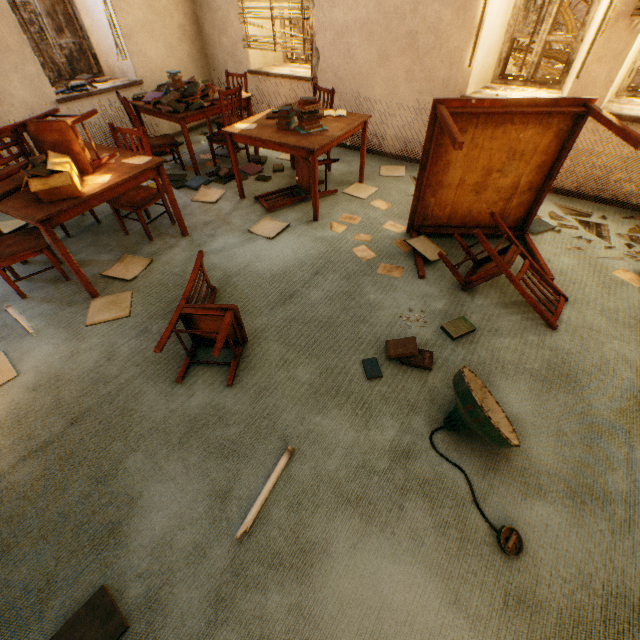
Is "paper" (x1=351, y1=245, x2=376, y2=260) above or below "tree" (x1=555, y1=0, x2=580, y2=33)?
below

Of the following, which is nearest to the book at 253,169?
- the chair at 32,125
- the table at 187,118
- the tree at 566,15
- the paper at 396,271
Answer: the table at 187,118

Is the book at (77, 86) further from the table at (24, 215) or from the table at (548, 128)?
the table at (548, 128)

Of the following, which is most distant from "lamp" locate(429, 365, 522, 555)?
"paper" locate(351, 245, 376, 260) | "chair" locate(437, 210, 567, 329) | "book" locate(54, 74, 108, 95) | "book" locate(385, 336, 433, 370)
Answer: "book" locate(54, 74, 108, 95)

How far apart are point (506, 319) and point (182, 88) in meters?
4.6

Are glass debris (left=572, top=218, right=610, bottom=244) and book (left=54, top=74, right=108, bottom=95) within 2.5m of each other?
no

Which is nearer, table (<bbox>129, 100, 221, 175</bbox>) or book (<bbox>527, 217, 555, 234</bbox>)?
book (<bbox>527, 217, 555, 234</bbox>)

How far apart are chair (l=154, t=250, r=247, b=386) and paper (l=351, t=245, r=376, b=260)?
1.4m
